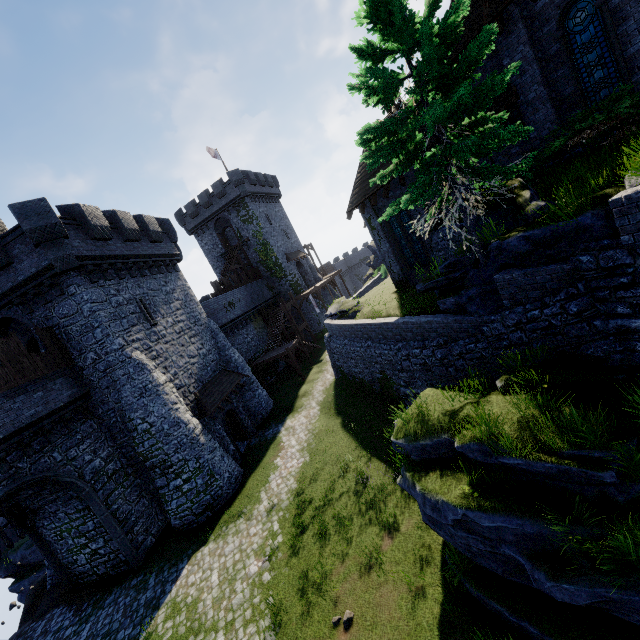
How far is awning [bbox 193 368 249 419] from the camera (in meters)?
18.84

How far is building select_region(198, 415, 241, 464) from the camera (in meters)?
19.33

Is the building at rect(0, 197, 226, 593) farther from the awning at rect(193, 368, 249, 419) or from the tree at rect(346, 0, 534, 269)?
the tree at rect(346, 0, 534, 269)

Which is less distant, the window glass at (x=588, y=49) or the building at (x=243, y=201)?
the window glass at (x=588, y=49)

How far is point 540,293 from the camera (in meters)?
8.15

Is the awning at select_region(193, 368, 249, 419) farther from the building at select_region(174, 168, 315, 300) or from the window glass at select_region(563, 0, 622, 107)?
the window glass at select_region(563, 0, 622, 107)

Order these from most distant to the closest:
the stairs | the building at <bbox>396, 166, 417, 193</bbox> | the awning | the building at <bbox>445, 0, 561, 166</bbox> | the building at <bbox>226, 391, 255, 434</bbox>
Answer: the stairs < the building at <bbox>226, 391, 255, 434</bbox> < the awning < the building at <bbox>396, 166, 417, 193</bbox> < the building at <bbox>445, 0, 561, 166</bbox>

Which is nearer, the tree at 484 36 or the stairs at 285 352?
the tree at 484 36
